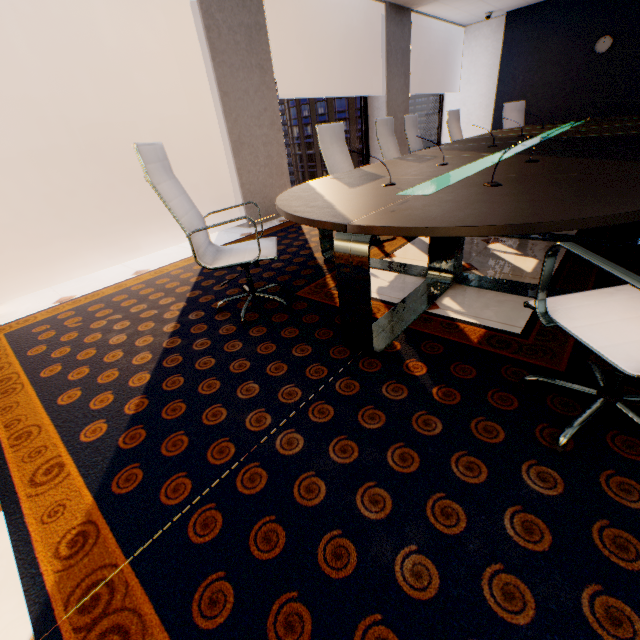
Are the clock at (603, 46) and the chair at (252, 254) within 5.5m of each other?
no

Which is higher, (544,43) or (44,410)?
(544,43)

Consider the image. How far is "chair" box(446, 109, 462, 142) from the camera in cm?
584

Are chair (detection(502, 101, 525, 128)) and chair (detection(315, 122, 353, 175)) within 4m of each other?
no

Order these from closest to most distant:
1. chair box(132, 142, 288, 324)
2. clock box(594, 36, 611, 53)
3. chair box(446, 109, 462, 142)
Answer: A: chair box(132, 142, 288, 324) < chair box(446, 109, 462, 142) < clock box(594, 36, 611, 53)

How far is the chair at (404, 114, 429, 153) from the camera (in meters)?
4.93

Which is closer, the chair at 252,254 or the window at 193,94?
the chair at 252,254

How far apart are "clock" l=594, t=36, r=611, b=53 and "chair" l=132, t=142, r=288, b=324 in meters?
9.1
